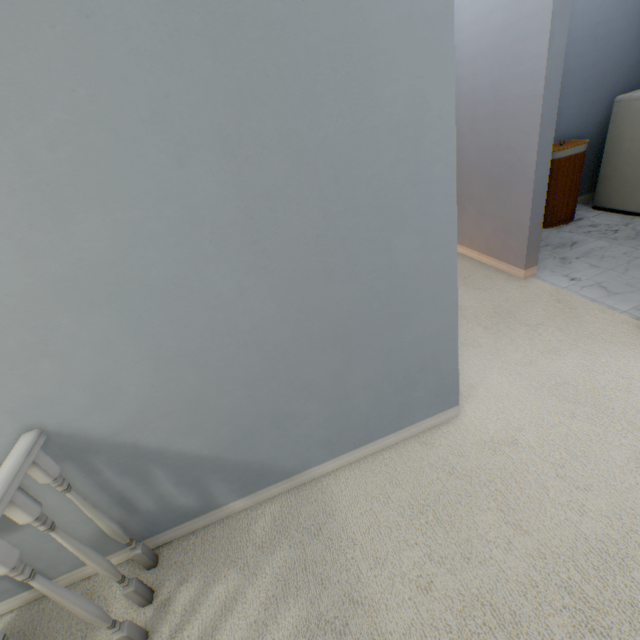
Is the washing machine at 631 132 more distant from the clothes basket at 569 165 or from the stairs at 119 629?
the stairs at 119 629

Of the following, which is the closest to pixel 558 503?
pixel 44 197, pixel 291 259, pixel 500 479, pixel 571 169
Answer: pixel 500 479

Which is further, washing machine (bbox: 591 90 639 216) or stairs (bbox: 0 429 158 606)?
washing machine (bbox: 591 90 639 216)

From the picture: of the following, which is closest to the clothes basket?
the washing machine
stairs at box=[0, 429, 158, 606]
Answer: the washing machine

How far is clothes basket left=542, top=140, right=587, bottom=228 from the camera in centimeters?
282cm

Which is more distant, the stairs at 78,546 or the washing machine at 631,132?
the washing machine at 631,132

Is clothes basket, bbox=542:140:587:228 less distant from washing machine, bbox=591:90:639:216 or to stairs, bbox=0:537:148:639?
washing machine, bbox=591:90:639:216
